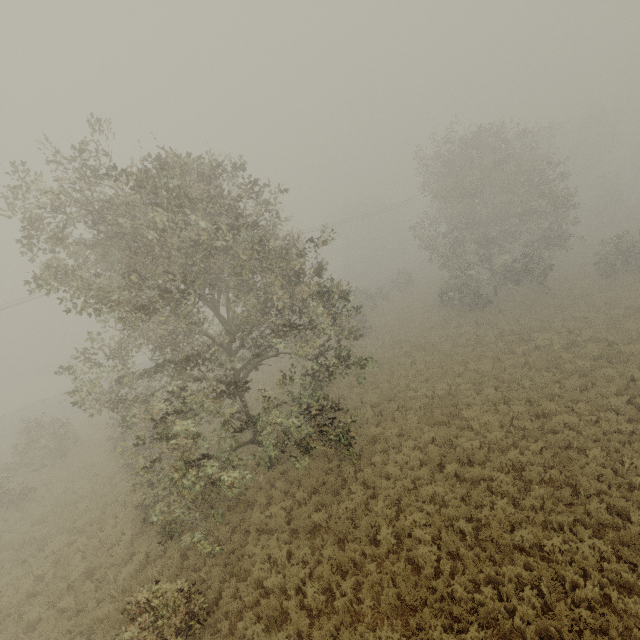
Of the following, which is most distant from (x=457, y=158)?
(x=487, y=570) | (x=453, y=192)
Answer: (x=487, y=570)
